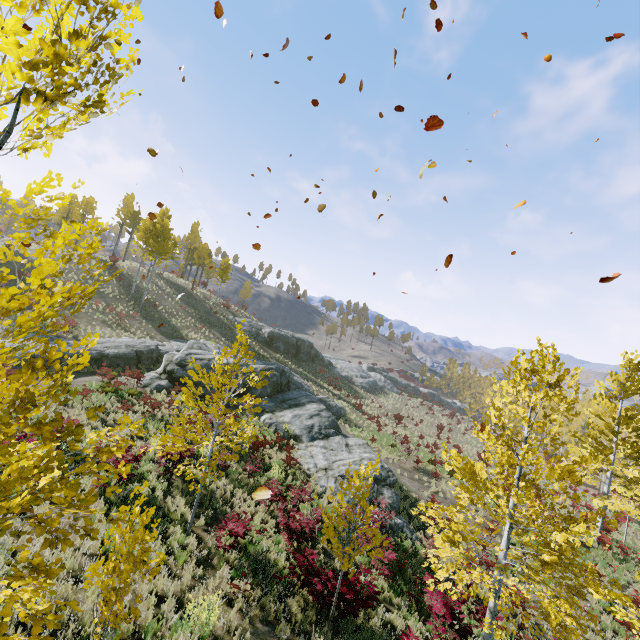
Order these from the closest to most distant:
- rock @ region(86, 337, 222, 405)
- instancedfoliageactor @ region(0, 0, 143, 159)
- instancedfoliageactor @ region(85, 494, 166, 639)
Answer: A:
instancedfoliageactor @ region(0, 0, 143, 159)
instancedfoliageactor @ region(85, 494, 166, 639)
rock @ region(86, 337, 222, 405)

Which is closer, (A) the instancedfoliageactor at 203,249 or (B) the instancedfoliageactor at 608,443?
(B) the instancedfoliageactor at 608,443

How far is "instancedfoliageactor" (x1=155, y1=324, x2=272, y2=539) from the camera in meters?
8.6 m

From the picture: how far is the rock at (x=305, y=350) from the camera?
43.8m

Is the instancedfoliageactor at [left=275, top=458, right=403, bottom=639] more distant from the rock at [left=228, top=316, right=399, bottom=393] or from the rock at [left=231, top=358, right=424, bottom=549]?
the rock at [left=228, top=316, right=399, bottom=393]

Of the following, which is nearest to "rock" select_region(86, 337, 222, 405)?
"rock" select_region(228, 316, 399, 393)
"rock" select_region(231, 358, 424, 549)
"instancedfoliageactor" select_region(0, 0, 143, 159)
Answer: "rock" select_region(231, 358, 424, 549)

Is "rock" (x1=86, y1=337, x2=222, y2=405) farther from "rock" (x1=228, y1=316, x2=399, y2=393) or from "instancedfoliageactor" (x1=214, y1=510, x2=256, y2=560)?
"instancedfoliageactor" (x1=214, y1=510, x2=256, y2=560)

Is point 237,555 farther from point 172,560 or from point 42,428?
point 42,428
